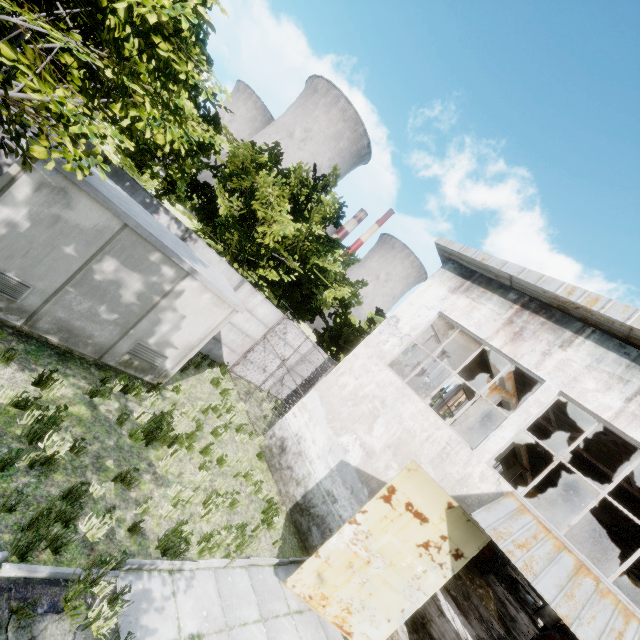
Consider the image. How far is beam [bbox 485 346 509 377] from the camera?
10.5 meters

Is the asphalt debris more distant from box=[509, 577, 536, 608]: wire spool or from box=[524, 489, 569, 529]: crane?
box=[509, 577, 536, 608]: wire spool

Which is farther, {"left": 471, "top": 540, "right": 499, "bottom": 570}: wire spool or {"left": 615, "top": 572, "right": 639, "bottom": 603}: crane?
{"left": 471, "top": 540, "right": 499, "bottom": 570}: wire spool

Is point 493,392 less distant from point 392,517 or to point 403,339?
point 403,339

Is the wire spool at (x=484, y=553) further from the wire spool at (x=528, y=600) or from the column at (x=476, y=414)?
the column at (x=476, y=414)

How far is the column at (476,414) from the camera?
12.6 meters

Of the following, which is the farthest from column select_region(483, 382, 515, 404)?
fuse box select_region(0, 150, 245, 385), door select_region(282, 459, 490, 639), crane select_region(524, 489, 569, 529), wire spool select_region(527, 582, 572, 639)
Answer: wire spool select_region(527, 582, 572, 639)

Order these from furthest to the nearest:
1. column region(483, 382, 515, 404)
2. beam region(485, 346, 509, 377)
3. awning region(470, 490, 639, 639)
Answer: column region(483, 382, 515, 404) → beam region(485, 346, 509, 377) → awning region(470, 490, 639, 639)
